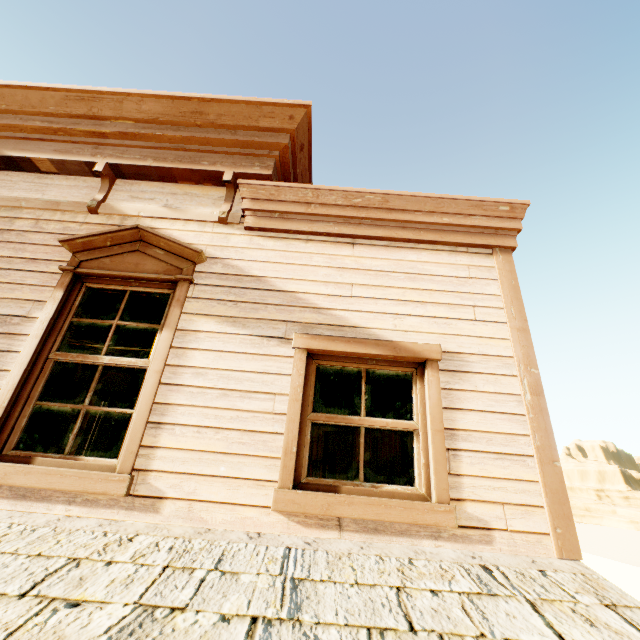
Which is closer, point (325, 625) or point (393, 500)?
point (325, 625)

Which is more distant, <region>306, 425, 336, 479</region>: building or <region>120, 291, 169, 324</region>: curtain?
<region>306, 425, 336, 479</region>: building

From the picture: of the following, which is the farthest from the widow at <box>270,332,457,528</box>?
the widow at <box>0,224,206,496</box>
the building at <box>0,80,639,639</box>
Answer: the widow at <box>0,224,206,496</box>

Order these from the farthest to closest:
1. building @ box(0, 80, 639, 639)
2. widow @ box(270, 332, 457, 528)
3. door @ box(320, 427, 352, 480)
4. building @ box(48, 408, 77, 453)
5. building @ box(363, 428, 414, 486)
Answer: building @ box(48, 408, 77, 453) < door @ box(320, 427, 352, 480) < building @ box(363, 428, 414, 486) < widow @ box(270, 332, 457, 528) < building @ box(0, 80, 639, 639)

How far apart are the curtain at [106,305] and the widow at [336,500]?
1.2 meters

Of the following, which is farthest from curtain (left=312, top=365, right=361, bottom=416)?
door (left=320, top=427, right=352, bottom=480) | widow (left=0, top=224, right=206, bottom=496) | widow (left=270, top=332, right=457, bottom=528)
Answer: door (left=320, top=427, right=352, bottom=480)

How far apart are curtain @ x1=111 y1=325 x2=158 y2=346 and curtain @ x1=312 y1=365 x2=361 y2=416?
1.31m

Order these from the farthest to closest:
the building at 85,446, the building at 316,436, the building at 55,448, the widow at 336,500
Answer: the building at 55,448
the building at 85,446
the building at 316,436
the widow at 336,500
